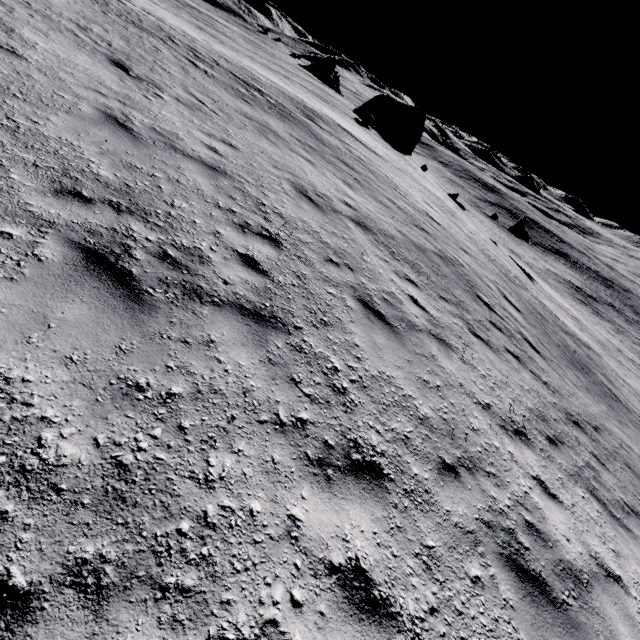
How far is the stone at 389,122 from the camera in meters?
55.3

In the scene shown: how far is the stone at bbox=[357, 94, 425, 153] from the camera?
55.3 meters

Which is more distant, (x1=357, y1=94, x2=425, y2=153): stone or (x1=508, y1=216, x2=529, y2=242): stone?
(x1=357, y1=94, x2=425, y2=153): stone

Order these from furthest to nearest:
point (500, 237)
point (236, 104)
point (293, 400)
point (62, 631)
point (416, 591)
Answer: point (500, 237), point (236, 104), point (293, 400), point (416, 591), point (62, 631)

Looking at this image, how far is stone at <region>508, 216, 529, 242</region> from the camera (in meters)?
36.94

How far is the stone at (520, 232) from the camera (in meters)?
36.94
